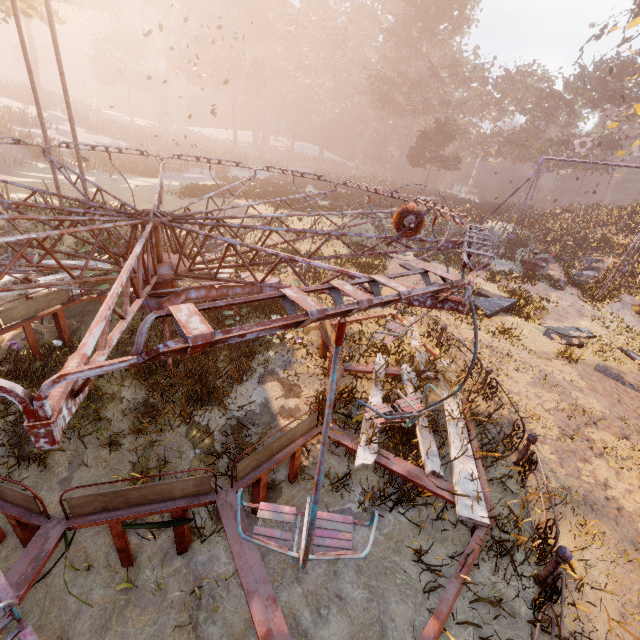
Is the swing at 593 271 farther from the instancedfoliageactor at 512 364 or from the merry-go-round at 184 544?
the merry-go-round at 184 544

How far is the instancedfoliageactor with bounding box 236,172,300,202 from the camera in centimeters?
2319cm

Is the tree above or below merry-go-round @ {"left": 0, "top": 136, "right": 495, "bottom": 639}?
above

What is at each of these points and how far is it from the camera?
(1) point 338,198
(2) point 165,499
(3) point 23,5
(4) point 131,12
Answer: (1) instancedfoliageactor, 29.5m
(2) merry-go-round, 3.8m
(3) tree, 18.2m
(4) instancedfoliageactor, 55.8m

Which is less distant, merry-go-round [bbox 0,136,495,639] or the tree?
merry-go-round [bbox 0,136,495,639]

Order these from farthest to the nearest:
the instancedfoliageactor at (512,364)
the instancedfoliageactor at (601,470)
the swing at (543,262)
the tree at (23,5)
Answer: the swing at (543,262), the tree at (23,5), the instancedfoliageactor at (512,364), the instancedfoliageactor at (601,470)

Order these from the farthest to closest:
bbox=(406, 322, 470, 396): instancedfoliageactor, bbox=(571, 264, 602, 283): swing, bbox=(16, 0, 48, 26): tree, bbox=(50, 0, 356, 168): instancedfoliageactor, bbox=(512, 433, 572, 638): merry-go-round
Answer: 1. bbox=(50, 0, 356, 168): instancedfoliageactor
2. bbox=(571, 264, 602, 283): swing
3. bbox=(16, 0, 48, 26): tree
4. bbox=(406, 322, 470, 396): instancedfoliageactor
5. bbox=(512, 433, 572, 638): merry-go-round

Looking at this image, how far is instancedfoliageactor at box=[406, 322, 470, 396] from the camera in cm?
628
